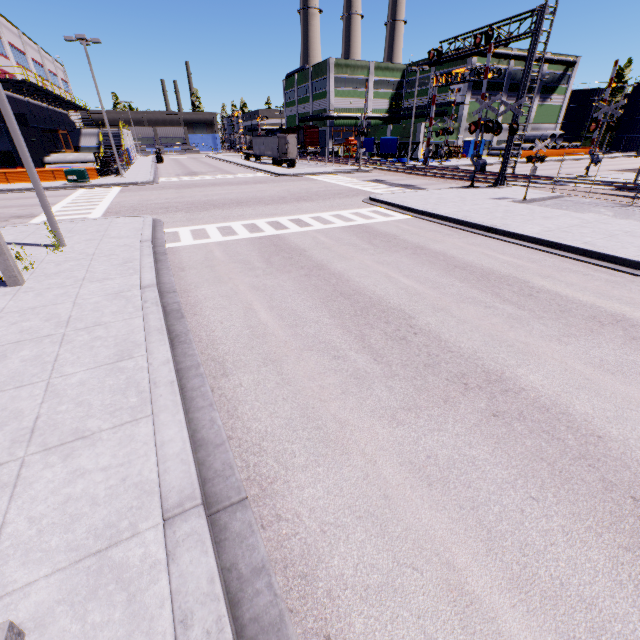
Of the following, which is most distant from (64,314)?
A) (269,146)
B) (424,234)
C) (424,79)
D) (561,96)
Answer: (561,96)

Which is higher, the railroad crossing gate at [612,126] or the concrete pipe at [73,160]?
the railroad crossing gate at [612,126]

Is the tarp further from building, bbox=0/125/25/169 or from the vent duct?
the vent duct

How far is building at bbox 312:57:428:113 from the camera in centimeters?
5581cm

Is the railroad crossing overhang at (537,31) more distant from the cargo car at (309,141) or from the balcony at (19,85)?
the balcony at (19,85)

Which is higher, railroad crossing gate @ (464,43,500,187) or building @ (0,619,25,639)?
railroad crossing gate @ (464,43,500,187)

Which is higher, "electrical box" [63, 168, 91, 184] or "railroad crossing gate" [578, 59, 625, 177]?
"railroad crossing gate" [578, 59, 625, 177]

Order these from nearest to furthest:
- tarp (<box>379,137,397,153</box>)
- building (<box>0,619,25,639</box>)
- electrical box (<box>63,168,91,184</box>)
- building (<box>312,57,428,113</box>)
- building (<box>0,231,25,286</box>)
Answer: building (<box>0,619,25,639</box>), building (<box>0,231,25,286</box>), electrical box (<box>63,168,91,184</box>), tarp (<box>379,137,397,153</box>), building (<box>312,57,428,113</box>)
